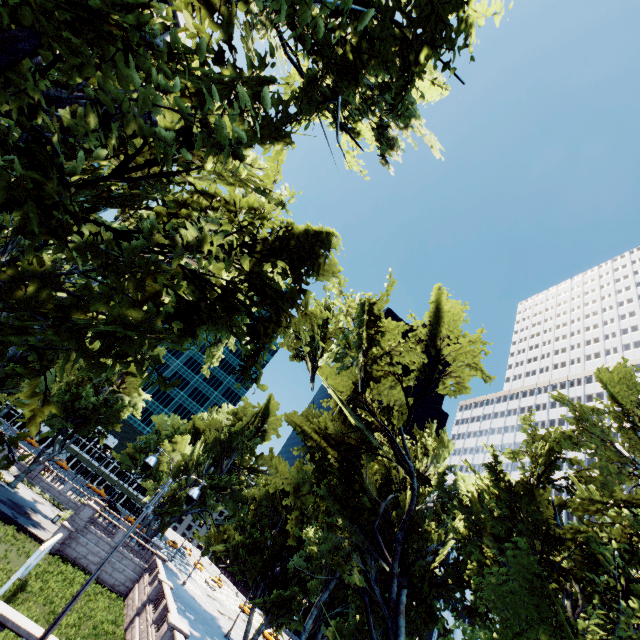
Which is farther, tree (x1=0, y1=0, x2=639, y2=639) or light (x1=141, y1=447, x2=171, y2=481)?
light (x1=141, y1=447, x2=171, y2=481)

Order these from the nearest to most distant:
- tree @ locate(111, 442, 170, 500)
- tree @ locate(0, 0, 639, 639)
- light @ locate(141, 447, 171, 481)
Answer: tree @ locate(0, 0, 639, 639) < light @ locate(141, 447, 171, 481) < tree @ locate(111, 442, 170, 500)

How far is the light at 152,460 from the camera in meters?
10.8

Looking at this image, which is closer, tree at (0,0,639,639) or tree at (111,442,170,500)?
tree at (0,0,639,639)

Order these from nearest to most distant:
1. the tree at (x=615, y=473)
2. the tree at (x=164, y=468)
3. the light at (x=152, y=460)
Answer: the tree at (x=615, y=473) < the light at (x=152, y=460) < the tree at (x=164, y=468)

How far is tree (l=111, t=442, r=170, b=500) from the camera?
43.7m

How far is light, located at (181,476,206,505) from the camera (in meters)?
10.97

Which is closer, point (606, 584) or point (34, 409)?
point (34, 409)
